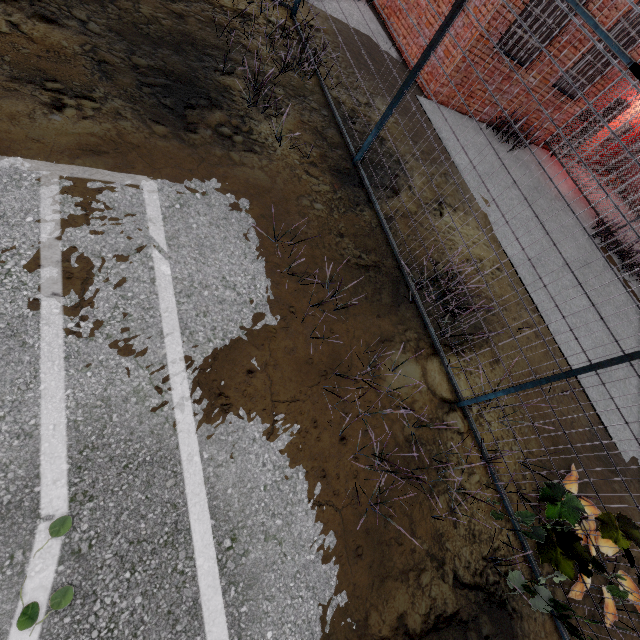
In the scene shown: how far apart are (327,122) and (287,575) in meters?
6.1
